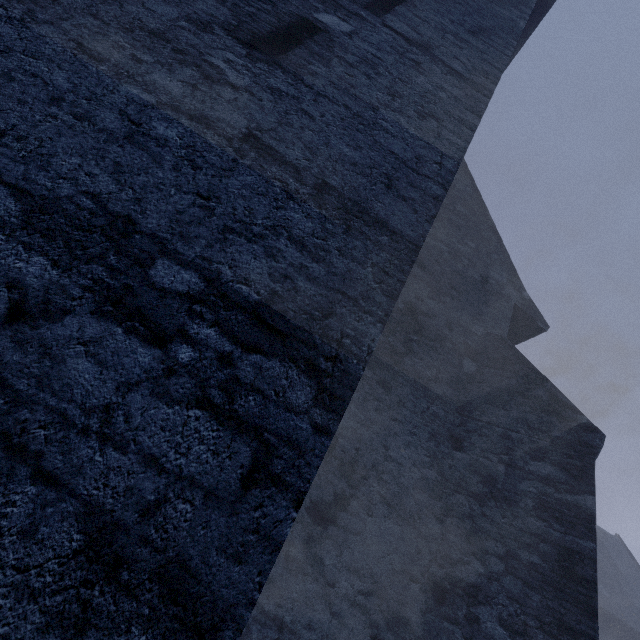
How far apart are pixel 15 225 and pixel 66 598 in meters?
1.3 m
